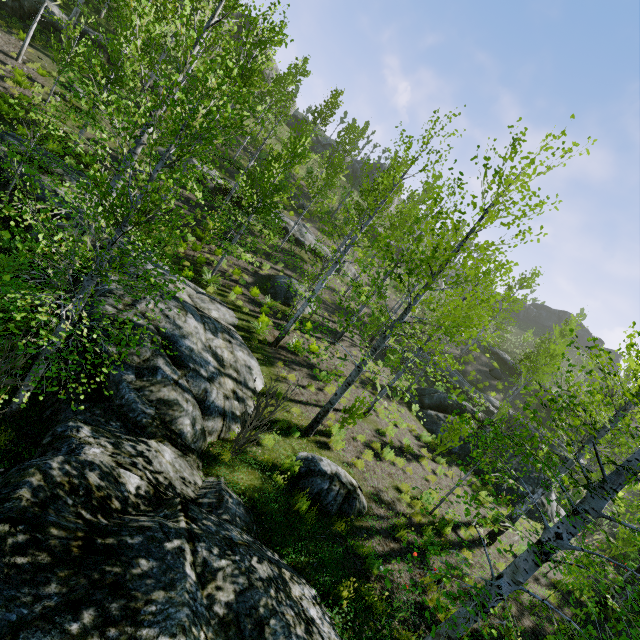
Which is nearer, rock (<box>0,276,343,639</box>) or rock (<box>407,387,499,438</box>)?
rock (<box>0,276,343,639</box>)

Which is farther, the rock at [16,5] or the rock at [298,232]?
the rock at [298,232]

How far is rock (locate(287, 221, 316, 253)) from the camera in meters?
26.3 m

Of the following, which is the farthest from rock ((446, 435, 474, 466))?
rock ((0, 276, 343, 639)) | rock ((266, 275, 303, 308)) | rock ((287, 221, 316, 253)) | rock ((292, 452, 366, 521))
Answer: rock ((287, 221, 316, 253))

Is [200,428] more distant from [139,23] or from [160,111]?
[139,23]

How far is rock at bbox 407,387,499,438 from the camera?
16.34m

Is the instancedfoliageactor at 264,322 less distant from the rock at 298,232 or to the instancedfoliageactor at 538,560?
the rock at 298,232
